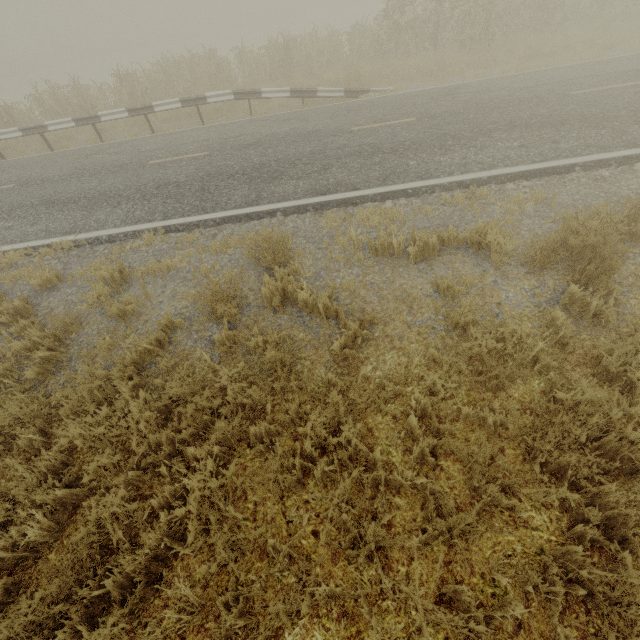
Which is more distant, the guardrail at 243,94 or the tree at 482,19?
the tree at 482,19

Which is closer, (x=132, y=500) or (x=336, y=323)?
(x=132, y=500)

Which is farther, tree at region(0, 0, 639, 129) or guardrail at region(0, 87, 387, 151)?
tree at region(0, 0, 639, 129)
